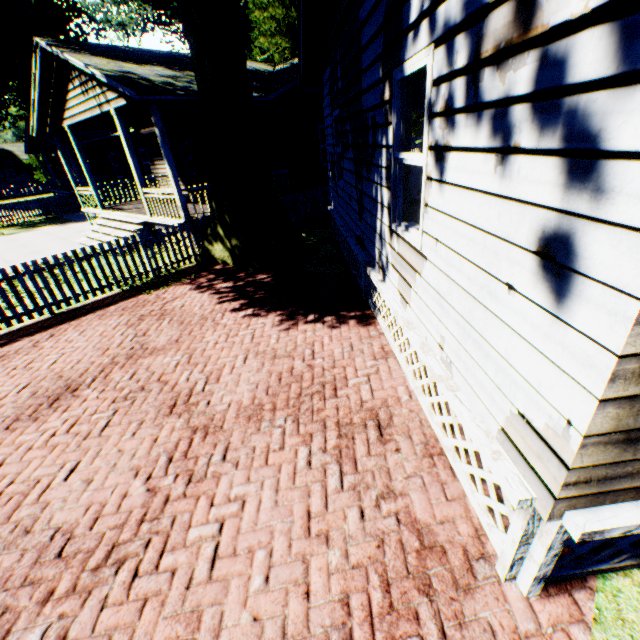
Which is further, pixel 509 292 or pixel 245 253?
pixel 245 253

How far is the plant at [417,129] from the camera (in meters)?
30.89

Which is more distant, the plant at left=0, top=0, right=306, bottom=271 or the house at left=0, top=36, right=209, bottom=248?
the house at left=0, top=36, right=209, bottom=248

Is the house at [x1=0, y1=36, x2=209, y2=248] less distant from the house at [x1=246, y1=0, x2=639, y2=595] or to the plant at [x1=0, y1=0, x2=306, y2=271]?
the plant at [x1=0, y1=0, x2=306, y2=271]

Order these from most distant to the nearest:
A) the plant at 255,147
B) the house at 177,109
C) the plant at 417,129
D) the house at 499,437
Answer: the plant at 417,129 → the house at 177,109 → the plant at 255,147 → the house at 499,437

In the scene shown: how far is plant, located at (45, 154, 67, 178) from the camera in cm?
4172
